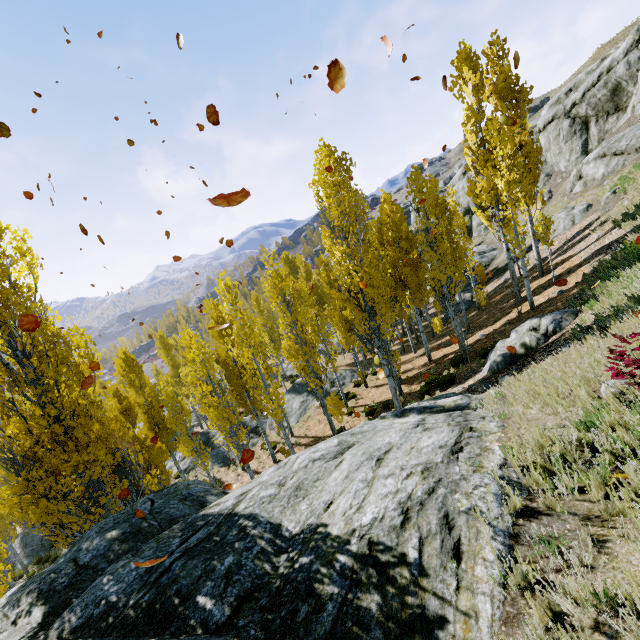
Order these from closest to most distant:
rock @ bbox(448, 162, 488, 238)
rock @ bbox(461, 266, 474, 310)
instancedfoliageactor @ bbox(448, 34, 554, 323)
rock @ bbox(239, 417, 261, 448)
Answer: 1. instancedfoliageactor @ bbox(448, 34, 554, 323)
2. rock @ bbox(239, 417, 261, 448)
3. rock @ bbox(461, 266, 474, 310)
4. rock @ bbox(448, 162, 488, 238)

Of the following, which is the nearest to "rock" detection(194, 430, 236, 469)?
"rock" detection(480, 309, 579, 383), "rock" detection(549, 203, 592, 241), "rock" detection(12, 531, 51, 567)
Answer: "rock" detection(12, 531, 51, 567)

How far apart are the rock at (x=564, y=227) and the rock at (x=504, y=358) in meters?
14.1 m

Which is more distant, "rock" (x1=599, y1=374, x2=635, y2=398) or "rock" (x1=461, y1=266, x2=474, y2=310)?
"rock" (x1=461, y1=266, x2=474, y2=310)

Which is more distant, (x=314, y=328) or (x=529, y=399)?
(x=314, y=328)

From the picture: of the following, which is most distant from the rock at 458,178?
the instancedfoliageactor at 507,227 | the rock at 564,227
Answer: the rock at 564,227

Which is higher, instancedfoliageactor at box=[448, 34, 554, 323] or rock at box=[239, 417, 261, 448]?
instancedfoliageactor at box=[448, 34, 554, 323]
